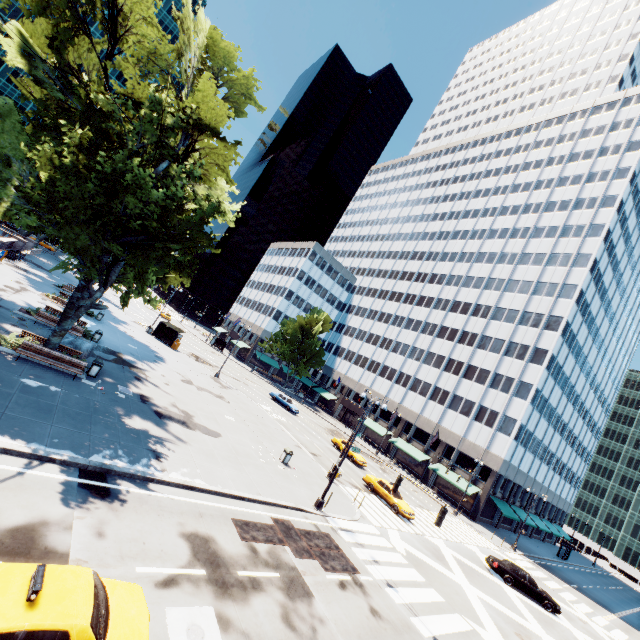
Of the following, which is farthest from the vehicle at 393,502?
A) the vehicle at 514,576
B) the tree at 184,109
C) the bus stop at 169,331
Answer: the bus stop at 169,331

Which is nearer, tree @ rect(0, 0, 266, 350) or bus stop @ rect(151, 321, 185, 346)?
tree @ rect(0, 0, 266, 350)

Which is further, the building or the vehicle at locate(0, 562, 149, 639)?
the building

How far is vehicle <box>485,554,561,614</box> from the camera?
23.9 meters

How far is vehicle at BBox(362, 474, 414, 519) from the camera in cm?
2605

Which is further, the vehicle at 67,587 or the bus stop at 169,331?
the bus stop at 169,331

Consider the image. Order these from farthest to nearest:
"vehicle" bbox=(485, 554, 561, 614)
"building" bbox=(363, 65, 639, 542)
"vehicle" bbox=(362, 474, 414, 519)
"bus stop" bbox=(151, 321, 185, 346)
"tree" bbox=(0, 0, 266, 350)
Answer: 1. "building" bbox=(363, 65, 639, 542)
2. "bus stop" bbox=(151, 321, 185, 346)
3. "vehicle" bbox=(362, 474, 414, 519)
4. "vehicle" bbox=(485, 554, 561, 614)
5. "tree" bbox=(0, 0, 266, 350)

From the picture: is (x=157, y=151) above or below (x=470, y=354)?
below
